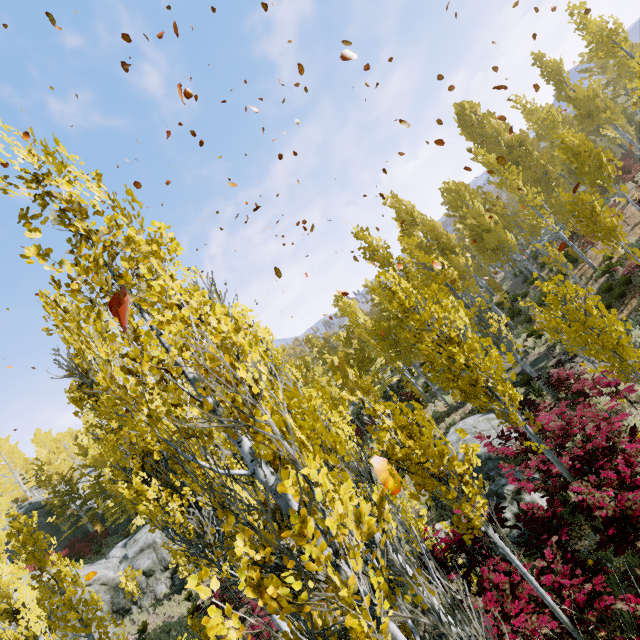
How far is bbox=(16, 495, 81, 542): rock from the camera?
32.49m

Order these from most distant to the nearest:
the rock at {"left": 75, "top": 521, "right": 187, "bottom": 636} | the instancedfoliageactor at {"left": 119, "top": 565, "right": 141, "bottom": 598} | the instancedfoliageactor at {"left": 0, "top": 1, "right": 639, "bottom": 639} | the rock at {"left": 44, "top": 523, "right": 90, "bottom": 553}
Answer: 1. the rock at {"left": 44, "top": 523, "right": 90, "bottom": 553}
2. the rock at {"left": 75, "top": 521, "right": 187, "bottom": 636}
3. the instancedfoliageactor at {"left": 119, "top": 565, "right": 141, "bottom": 598}
4. the instancedfoliageactor at {"left": 0, "top": 1, "right": 639, "bottom": 639}

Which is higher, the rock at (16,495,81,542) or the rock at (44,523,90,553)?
the rock at (16,495,81,542)

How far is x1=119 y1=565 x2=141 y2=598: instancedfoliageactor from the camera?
17.3 meters

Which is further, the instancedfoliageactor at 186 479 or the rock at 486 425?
the rock at 486 425

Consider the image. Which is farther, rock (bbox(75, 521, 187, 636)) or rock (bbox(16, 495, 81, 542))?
rock (bbox(16, 495, 81, 542))

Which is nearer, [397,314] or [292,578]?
[292,578]

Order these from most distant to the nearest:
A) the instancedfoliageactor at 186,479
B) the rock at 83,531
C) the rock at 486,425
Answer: the rock at 83,531
the rock at 486,425
the instancedfoliageactor at 186,479
